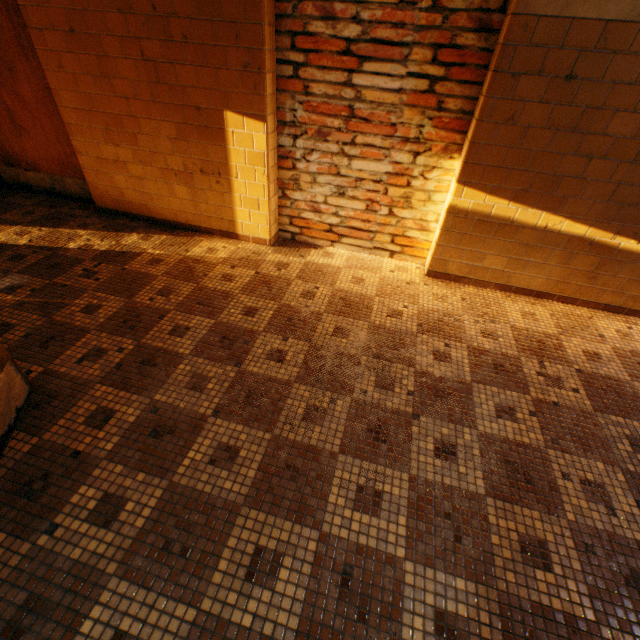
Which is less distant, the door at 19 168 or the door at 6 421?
the door at 6 421

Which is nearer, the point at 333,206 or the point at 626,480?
the point at 626,480

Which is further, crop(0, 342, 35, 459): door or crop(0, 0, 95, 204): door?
crop(0, 0, 95, 204): door
